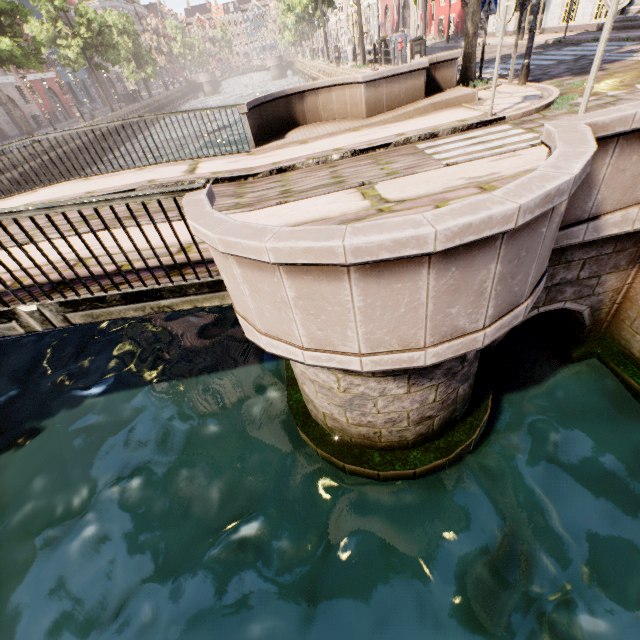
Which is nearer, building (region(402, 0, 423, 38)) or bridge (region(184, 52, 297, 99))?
building (region(402, 0, 423, 38))

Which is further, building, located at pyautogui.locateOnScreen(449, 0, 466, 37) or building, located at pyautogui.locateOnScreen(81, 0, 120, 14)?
building, located at pyautogui.locateOnScreen(81, 0, 120, 14)

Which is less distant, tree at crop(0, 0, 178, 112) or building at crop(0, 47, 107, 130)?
tree at crop(0, 0, 178, 112)

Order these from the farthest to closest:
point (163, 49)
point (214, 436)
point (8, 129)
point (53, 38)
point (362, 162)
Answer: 1. point (163, 49)
2. point (8, 129)
3. point (53, 38)
4. point (362, 162)
5. point (214, 436)

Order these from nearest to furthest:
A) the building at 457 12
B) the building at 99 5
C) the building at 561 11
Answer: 1. the building at 561 11
2. the building at 457 12
3. the building at 99 5

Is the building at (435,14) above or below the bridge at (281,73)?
above

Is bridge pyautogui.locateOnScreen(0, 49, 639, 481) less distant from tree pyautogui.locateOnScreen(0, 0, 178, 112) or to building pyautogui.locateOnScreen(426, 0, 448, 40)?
tree pyautogui.locateOnScreen(0, 0, 178, 112)
